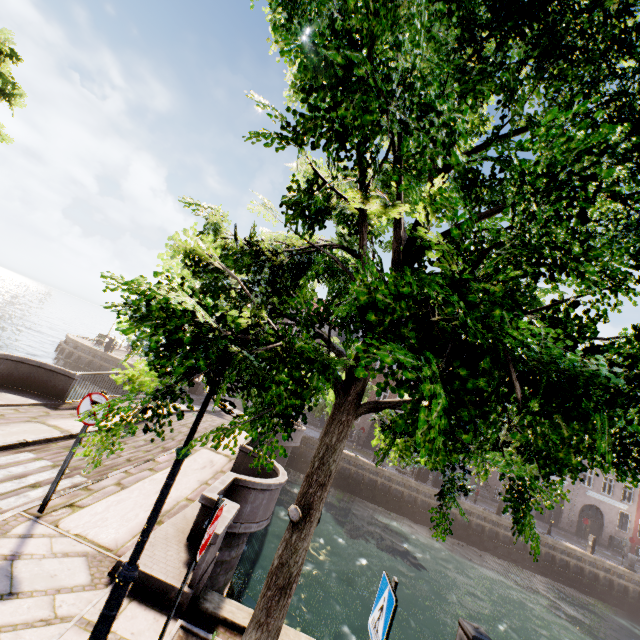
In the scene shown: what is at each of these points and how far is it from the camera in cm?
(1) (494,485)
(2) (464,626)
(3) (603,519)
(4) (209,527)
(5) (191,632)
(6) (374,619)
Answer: (1) building, 3225
(2) electrical box, 414
(3) building, 3169
(4) sign, 300
(5) tree planter, 398
(6) sign, 299

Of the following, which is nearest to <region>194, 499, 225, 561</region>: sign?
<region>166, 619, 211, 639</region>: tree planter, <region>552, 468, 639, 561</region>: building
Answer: <region>166, 619, 211, 639</region>: tree planter

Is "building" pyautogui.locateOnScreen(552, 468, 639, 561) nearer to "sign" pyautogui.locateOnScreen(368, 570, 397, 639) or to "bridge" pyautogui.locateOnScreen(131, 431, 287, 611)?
"bridge" pyautogui.locateOnScreen(131, 431, 287, 611)

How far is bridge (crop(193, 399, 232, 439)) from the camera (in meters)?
13.19

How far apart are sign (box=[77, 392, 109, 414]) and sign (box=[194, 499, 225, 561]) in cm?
317

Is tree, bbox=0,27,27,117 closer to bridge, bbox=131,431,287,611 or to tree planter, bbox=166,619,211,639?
tree planter, bbox=166,619,211,639

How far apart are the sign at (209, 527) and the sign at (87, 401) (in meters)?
3.17

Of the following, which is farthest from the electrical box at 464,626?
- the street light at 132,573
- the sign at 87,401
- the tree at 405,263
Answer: the sign at 87,401
